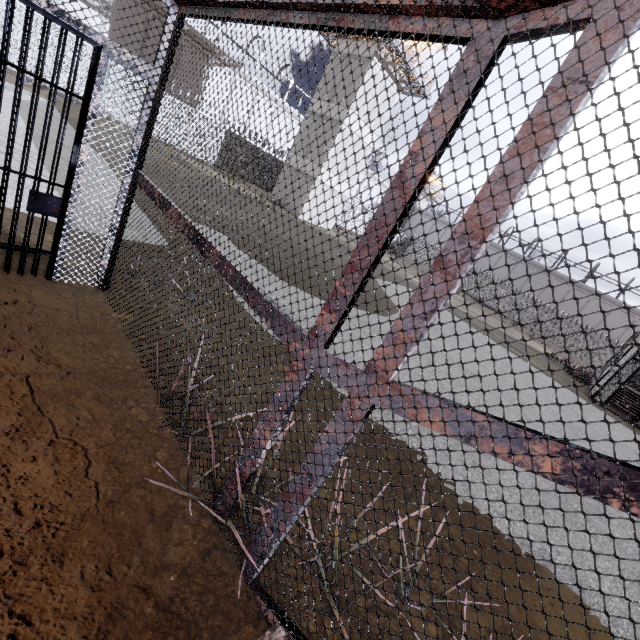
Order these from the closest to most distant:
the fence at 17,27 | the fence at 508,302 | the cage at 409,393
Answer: the cage at 409,393
the fence at 17,27
the fence at 508,302

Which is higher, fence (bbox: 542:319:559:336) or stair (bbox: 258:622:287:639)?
fence (bbox: 542:319:559:336)

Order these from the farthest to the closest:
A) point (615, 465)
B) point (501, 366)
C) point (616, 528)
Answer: point (501, 366), point (616, 528), point (615, 465)

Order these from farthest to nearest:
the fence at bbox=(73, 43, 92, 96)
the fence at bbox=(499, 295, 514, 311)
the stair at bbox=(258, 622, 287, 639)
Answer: the fence at bbox=(499, 295, 514, 311)
the fence at bbox=(73, 43, 92, 96)
the stair at bbox=(258, 622, 287, 639)

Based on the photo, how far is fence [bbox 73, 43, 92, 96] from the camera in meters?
16.8 m

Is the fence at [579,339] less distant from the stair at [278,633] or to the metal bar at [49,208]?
the metal bar at [49,208]
